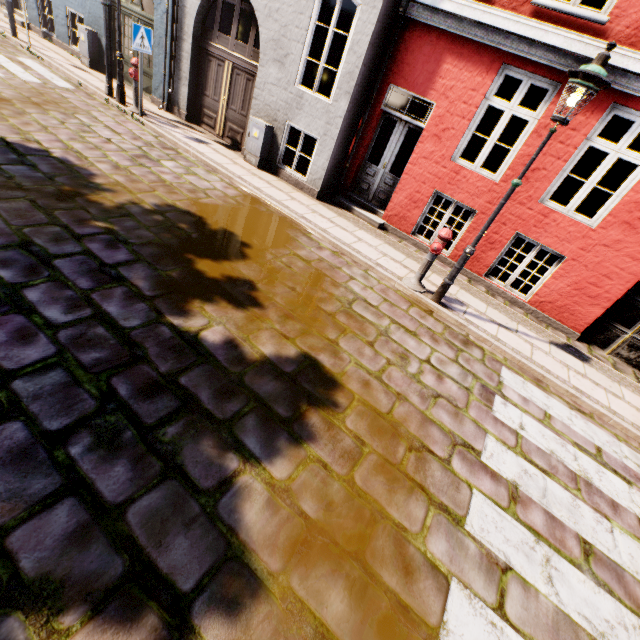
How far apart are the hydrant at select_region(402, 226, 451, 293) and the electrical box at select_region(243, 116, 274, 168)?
5.2m

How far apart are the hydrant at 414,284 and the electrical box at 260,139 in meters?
5.2 m

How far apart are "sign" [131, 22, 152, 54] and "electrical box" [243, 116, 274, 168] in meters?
2.7

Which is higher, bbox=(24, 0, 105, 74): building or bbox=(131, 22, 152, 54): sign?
bbox=(131, 22, 152, 54): sign

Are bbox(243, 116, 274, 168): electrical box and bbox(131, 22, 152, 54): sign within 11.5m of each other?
yes

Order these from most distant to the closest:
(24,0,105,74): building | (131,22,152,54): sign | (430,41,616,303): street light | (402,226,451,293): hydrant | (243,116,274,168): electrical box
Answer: (24,0,105,74): building < (243,116,274,168): electrical box < (131,22,152,54): sign < (402,226,451,293): hydrant < (430,41,616,303): street light

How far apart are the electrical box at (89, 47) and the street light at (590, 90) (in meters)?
13.60

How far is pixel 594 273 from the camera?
6.4m
